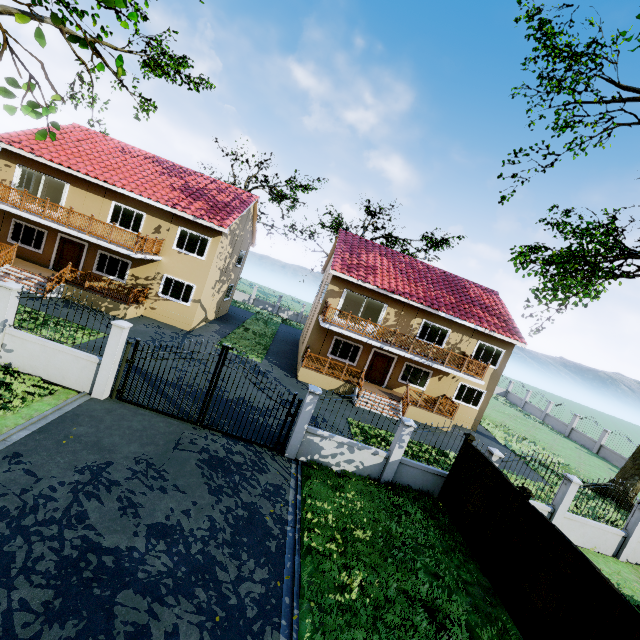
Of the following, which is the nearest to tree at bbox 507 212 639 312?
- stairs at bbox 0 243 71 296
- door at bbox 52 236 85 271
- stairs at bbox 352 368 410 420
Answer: stairs at bbox 0 243 71 296

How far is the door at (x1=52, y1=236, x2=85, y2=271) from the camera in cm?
1905

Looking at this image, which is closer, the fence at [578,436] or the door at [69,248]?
the door at [69,248]

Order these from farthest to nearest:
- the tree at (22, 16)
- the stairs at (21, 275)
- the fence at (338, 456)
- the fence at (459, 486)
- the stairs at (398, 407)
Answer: the stairs at (398, 407) < the stairs at (21, 275) < the fence at (338, 456) < the fence at (459, 486) < the tree at (22, 16)

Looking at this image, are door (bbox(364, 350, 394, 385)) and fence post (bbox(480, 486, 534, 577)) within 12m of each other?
no

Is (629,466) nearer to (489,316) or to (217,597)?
(489,316)

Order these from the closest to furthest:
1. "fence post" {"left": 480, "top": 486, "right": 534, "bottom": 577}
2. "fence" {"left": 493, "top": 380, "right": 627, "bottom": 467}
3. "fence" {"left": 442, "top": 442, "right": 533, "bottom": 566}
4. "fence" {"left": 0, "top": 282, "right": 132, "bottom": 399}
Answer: "fence post" {"left": 480, "top": 486, "right": 534, "bottom": 577}
"fence" {"left": 442, "top": 442, "right": 533, "bottom": 566}
"fence" {"left": 0, "top": 282, "right": 132, "bottom": 399}
"fence" {"left": 493, "top": 380, "right": 627, "bottom": 467}

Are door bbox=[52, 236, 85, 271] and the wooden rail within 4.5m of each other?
no
